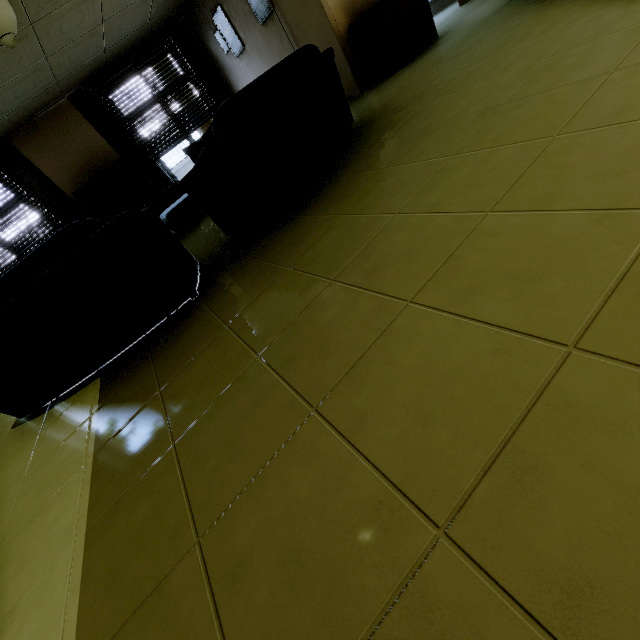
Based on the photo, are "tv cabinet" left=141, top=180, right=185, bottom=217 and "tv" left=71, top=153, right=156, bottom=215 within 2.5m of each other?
yes

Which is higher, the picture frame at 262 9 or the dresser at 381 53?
the picture frame at 262 9

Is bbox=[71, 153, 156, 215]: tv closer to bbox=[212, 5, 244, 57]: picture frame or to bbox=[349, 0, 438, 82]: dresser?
bbox=[212, 5, 244, 57]: picture frame

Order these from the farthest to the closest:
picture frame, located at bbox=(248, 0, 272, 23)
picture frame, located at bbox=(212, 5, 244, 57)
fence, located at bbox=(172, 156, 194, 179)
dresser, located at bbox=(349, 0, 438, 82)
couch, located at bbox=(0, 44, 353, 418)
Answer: fence, located at bbox=(172, 156, 194, 179), picture frame, located at bbox=(212, 5, 244, 57), picture frame, located at bbox=(248, 0, 272, 23), dresser, located at bbox=(349, 0, 438, 82), couch, located at bbox=(0, 44, 353, 418)

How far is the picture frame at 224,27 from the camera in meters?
5.9 m

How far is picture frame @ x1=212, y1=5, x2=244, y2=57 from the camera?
5.94m

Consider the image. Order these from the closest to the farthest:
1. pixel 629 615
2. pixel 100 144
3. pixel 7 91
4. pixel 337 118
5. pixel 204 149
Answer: pixel 629 615
pixel 204 149
pixel 337 118
pixel 7 91
pixel 100 144

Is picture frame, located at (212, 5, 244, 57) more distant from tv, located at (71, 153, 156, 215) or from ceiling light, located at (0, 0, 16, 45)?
ceiling light, located at (0, 0, 16, 45)
